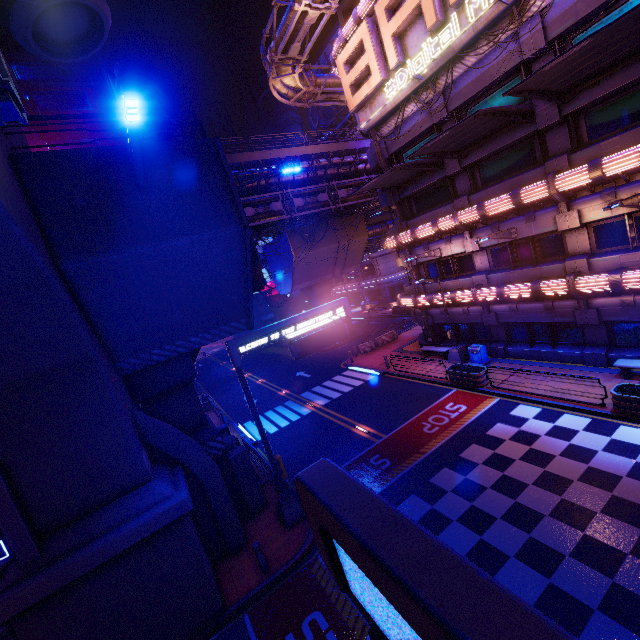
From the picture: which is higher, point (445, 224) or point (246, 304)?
point (445, 224)

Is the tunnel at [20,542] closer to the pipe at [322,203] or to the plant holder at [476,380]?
the pipe at [322,203]

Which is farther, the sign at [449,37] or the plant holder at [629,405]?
the sign at [449,37]

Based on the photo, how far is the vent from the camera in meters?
12.8 m

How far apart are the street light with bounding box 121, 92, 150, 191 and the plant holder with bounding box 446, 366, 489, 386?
16.9m

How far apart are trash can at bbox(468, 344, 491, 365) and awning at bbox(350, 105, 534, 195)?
10.94m

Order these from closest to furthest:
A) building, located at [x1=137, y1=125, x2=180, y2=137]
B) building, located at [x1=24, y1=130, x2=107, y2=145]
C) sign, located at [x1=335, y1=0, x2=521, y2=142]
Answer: sign, located at [x1=335, y1=0, x2=521, y2=142], building, located at [x1=24, y1=130, x2=107, y2=145], building, located at [x1=137, y1=125, x2=180, y2=137]

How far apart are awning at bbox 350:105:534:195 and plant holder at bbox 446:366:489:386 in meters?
11.5
